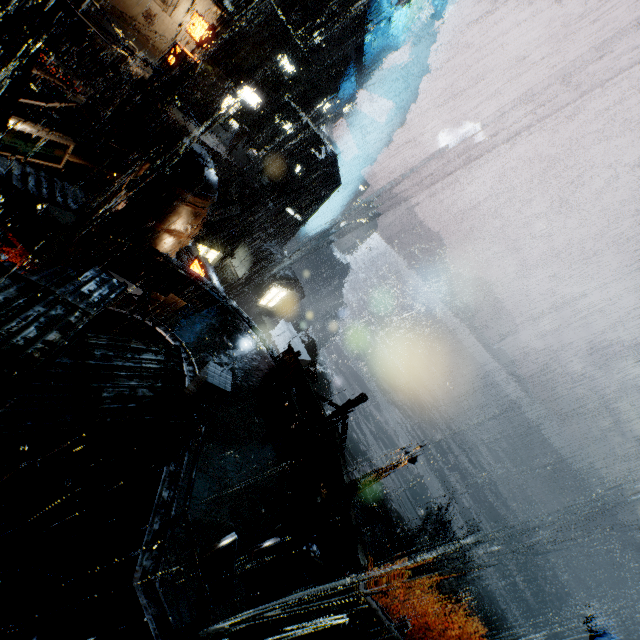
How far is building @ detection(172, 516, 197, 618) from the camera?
7.25m

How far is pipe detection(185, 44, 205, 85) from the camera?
27.8m

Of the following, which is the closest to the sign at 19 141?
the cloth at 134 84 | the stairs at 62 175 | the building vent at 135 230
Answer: the building vent at 135 230

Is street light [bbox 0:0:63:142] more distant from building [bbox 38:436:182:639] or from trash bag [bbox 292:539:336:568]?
trash bag [bbox 292:539:336:568]

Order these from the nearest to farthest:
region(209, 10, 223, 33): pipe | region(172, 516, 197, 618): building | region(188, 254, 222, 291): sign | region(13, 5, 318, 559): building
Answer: region(172, 516, 197, 618): building, region(13, 5, 318, 559): building, region(188, 254, 222, 291): sign, region(209, 10, 223, 33): pipe

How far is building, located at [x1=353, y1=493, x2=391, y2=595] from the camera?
23.8m

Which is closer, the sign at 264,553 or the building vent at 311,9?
the sign at 264,553

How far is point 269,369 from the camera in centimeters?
1568cm
